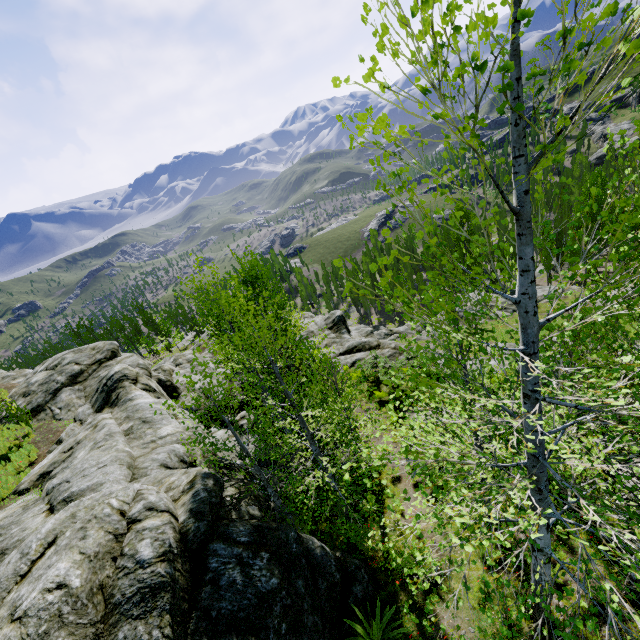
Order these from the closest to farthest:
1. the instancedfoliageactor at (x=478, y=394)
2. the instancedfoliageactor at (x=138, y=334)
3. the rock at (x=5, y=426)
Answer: the instancedfoliageactor at (x=478, y=394) → the rock at (x=5, y=426) → the instancedfoliageactor at (x=138, y=334)

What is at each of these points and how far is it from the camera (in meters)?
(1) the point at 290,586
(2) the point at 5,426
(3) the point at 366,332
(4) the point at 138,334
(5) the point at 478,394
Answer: (1) rock, 6.59
(2) rock, 17.00
(3) rock, 35.69
(4) instancedfoliageactor, 58.88
(5) instancedfoliageactor, 4.73

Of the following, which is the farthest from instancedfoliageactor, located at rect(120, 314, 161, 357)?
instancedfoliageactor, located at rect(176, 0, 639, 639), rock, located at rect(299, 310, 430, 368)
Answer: instancedfoliageactor, located at rect(176, 0, 639, 639)

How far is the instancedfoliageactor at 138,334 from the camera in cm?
4256

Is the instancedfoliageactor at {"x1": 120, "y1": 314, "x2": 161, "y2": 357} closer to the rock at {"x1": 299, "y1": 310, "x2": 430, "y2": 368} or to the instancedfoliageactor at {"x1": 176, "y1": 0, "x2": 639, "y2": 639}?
the rock at {"x1": 299, "y1": 310, "x2": 430, "y2": 368}
